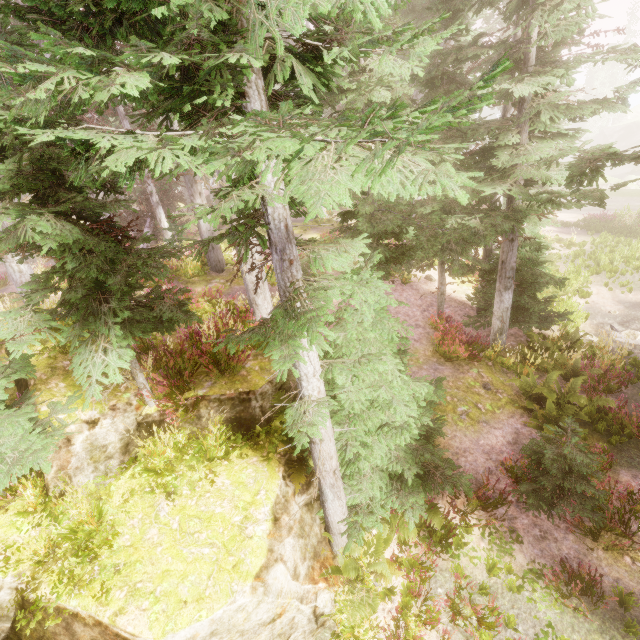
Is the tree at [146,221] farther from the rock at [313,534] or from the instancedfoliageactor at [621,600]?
the rock at [313,534]

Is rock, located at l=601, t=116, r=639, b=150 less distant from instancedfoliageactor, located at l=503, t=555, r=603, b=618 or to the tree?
instancedfoliageactor, located at l=503, t=555, r=603, b=618

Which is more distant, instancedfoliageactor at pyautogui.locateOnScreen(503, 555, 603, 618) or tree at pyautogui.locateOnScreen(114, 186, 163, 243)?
tree at pyautogui.locateOnScreen(114, 186, 163, 243)

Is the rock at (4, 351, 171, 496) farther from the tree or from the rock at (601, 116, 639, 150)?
the rock at (601, 116, 639, 150)

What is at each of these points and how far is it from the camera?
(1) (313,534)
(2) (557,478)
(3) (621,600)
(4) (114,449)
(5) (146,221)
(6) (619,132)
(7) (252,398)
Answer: Answer:
(1) rock, 5.6m
(2) instancedfoliageactor, 6.0m
(3) instancedfoliageactor, 4.9m
(4) rock, 5.5m
(5) tree, 24.1m
(6) rock, 57.5m
(7) rock, 6.4m

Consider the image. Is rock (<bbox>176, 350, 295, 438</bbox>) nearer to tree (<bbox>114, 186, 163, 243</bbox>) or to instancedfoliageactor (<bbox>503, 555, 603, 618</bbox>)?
instancedfoliageactor (<bbox>503, 555, 603, 618</bbox>)

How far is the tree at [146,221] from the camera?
21.08m

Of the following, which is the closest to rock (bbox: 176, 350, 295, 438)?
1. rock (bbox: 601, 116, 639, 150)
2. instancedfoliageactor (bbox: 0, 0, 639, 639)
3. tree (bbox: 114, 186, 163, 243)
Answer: instancedfoliageactor (bbox: 0, 0, 639, 639)
